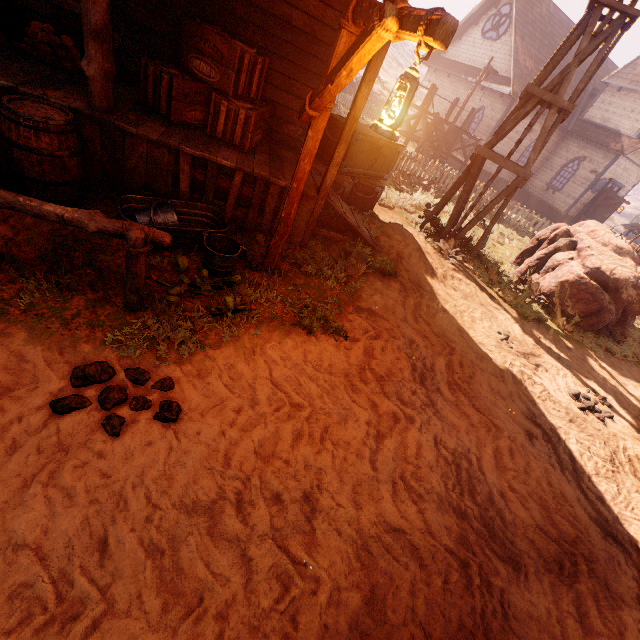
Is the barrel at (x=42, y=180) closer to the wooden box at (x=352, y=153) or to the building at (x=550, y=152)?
the building at (x=550, y=152)

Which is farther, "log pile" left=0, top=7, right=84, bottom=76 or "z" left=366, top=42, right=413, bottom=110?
"z" left=366, top=42, right=413, bottom=110

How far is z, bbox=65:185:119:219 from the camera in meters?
4.2

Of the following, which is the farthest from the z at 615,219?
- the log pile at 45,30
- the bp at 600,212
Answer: the log pile at 45,30

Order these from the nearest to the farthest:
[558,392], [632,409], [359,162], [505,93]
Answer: [558,392]
[632,409]
[359,162]
[505,93]

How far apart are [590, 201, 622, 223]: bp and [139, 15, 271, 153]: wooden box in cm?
2473

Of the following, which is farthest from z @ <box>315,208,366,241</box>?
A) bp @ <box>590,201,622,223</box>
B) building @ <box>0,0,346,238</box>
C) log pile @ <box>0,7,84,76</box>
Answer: log pile @ <box>0,7,84,76</box>

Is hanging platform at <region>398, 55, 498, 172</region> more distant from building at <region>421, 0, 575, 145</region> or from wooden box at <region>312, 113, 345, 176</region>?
wooden box at <region>312, 113, 345, 176</region>
